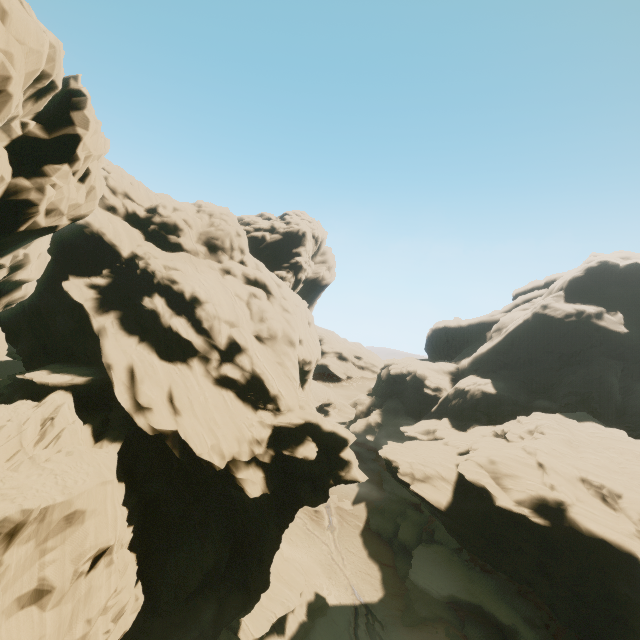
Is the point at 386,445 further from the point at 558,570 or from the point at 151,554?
the point at 151,554

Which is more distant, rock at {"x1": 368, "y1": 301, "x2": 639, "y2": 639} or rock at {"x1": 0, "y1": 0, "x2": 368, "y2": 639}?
rock at {"x1": 368, "y1": 301, "x2": 639, "y2": 639}

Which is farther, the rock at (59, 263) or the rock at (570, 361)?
the rock at (570, 361)
